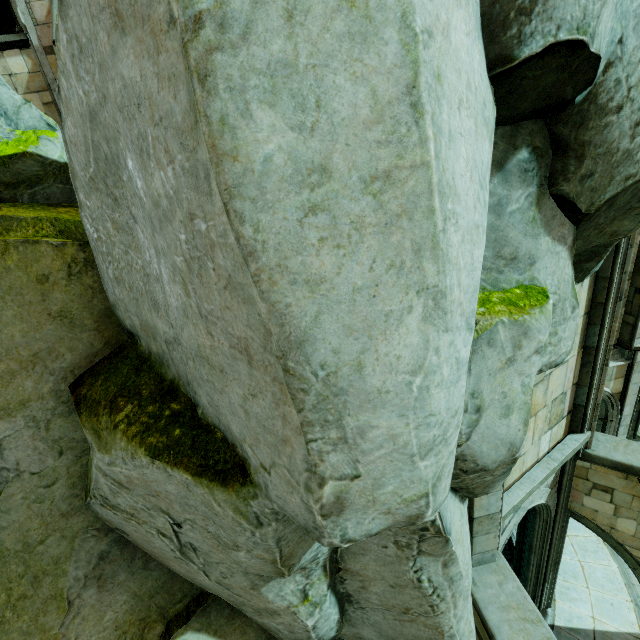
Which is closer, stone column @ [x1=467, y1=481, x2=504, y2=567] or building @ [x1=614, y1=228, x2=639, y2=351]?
stone column @ [x1=467, y1=481, x2=504, y2=567]

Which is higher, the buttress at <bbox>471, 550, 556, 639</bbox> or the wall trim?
the buttress at <bbox>471, 550, 556, 639</bbox>

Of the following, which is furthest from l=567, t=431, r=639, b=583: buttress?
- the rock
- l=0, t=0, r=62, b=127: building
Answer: the rock

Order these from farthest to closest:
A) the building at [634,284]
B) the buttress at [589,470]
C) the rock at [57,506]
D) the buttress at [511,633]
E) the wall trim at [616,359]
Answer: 1. the wall trim at [616,359]
2. the building at [634,284]
3. the buttress at [589,470]
4. the buttress at [511,633]
5. the rock at [57,506]

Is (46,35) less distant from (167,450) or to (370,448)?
(167,450)

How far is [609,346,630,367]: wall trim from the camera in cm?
1138

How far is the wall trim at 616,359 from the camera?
11.4m

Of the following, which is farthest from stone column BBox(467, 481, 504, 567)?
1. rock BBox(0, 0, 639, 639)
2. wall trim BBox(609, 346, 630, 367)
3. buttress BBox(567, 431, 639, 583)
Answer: wall trim BBox(609, 346, 630, 367)
